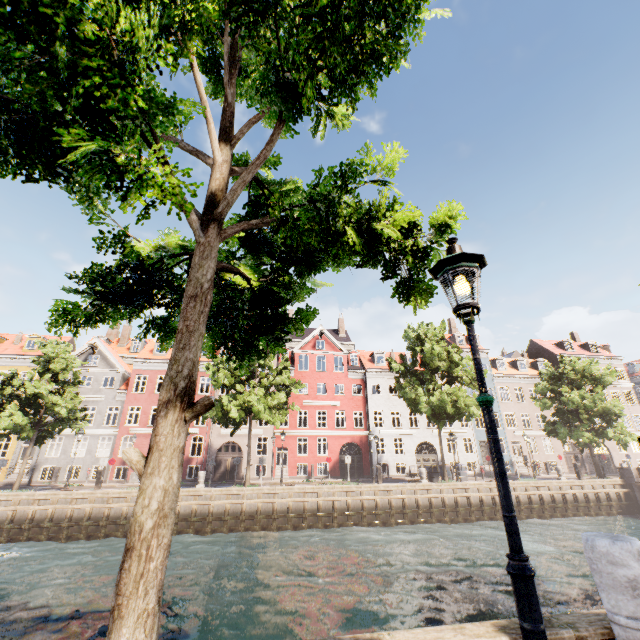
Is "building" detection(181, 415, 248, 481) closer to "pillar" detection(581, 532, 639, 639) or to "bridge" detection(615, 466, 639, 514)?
"bridge" detection(615, 466, 639, 514)

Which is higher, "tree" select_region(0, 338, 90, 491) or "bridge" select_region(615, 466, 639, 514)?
"tree" select_region(0, 338, 90, 491)

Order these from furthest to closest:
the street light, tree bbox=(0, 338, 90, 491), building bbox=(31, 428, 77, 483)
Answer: building bbox=(31, 428, 77, 483) → tree bbox=(0, 338, 90, 491) → the street light

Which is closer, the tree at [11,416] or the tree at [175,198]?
the tree at [175,198]

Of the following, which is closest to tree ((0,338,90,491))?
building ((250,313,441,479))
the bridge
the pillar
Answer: the bridge

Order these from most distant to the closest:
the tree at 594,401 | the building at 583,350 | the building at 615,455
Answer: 1. the building at 615,455
2. the building at 583,350
3. the tree at 594,401

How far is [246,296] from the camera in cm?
539

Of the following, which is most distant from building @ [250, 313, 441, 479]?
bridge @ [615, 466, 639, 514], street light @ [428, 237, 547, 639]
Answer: street light @ [428, 237, 547, 639]
